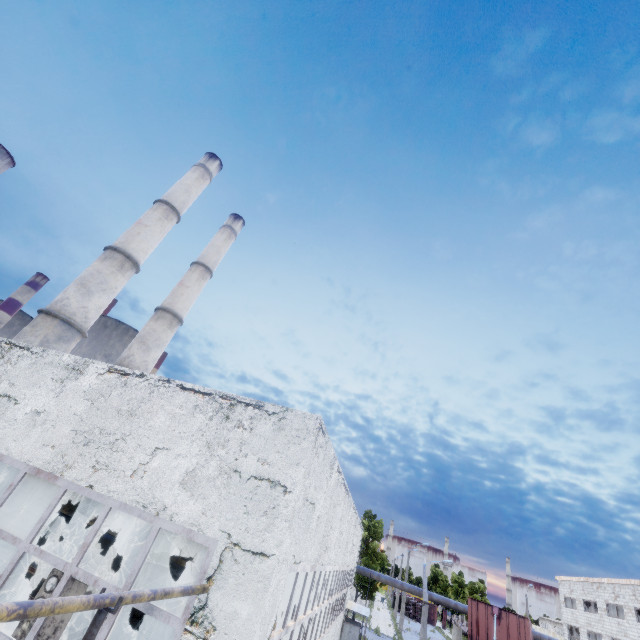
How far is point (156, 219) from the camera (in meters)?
25.89

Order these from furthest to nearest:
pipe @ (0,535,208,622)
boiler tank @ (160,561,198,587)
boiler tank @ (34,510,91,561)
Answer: boiler tank @ (160,561,198,587) < boiler tank @ (34,510,91,561) < pipe @ (0,535,208,622)

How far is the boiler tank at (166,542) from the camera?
17.66m

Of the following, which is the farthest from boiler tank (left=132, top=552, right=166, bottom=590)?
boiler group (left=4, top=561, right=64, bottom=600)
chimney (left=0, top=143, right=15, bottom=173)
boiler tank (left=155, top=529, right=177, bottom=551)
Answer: chimney (left=0, top=143, right=15, bottom=173)

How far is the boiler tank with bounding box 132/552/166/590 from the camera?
11.8m

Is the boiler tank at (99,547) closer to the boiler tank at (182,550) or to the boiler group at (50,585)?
the boiler group at (50,585)

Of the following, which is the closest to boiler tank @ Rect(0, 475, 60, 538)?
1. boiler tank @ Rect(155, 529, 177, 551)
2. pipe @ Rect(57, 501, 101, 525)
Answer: boiler tank @ Rect(155, 529, 177, 551)

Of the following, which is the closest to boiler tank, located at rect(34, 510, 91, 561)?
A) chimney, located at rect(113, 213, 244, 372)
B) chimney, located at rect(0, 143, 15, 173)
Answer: chimney, located at rect(113, 213, 244, 372)
